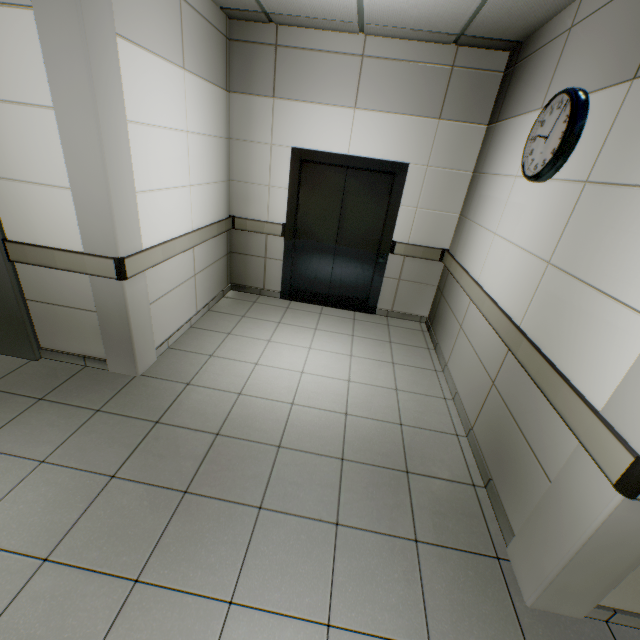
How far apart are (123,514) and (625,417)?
2.7m

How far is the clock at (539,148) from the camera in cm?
201

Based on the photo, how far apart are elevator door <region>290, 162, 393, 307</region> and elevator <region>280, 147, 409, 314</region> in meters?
0.0

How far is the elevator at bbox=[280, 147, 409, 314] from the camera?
4.04m

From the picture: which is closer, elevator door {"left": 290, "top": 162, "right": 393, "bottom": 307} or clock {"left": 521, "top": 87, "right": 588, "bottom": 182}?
clock {"left": 521, "top": 87, "right": 588, "bottom": 182}

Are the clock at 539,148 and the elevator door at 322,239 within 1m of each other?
no

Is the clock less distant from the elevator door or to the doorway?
the elevator door

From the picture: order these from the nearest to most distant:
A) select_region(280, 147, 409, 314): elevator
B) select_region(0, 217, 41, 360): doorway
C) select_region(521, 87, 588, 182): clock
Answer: select_region(521, 87, 588, 182): clock
select_region(0, 217, 41, 360): doorway
select_region(280, 147, 409, 314): elevator
